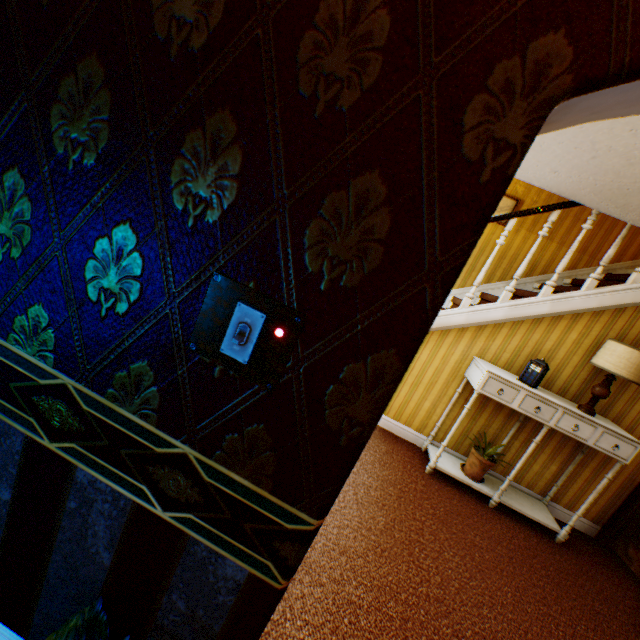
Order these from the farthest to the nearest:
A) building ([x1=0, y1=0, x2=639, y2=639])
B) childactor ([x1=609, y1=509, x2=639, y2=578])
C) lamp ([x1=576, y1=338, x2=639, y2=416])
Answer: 1. childactor ([x1=609, y1=509, x2=639, y2=578])
2. lamp ([x1=576, y1=338, x2=639, y2=416])
3. building ([x1=0, y1=0, x2=639, y2=639])

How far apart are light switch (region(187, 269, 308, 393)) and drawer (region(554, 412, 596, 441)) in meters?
3.3

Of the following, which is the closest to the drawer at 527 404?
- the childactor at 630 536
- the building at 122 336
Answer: the building at 122 336

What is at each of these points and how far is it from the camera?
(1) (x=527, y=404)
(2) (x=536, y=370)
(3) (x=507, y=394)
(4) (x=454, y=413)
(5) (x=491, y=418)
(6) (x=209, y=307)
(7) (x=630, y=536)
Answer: (1) drawer, 3.2 meters
(2) tardis, 3.4 meters
(3) drawer, 3.3 meters
(4) building, 4.0 meters
(5) building, 3.9 meters
(6) light switch, 0.8 meters
(7) childactor, 3.7 meters

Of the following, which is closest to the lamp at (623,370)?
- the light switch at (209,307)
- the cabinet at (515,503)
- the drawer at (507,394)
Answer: the cabinet at (515,503)

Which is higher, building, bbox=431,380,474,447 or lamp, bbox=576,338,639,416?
lamp, bbox=576,338,639,416

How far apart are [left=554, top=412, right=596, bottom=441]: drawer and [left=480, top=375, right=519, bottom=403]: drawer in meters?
0.1 m

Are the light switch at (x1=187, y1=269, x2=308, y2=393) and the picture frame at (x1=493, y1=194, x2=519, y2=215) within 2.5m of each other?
no
